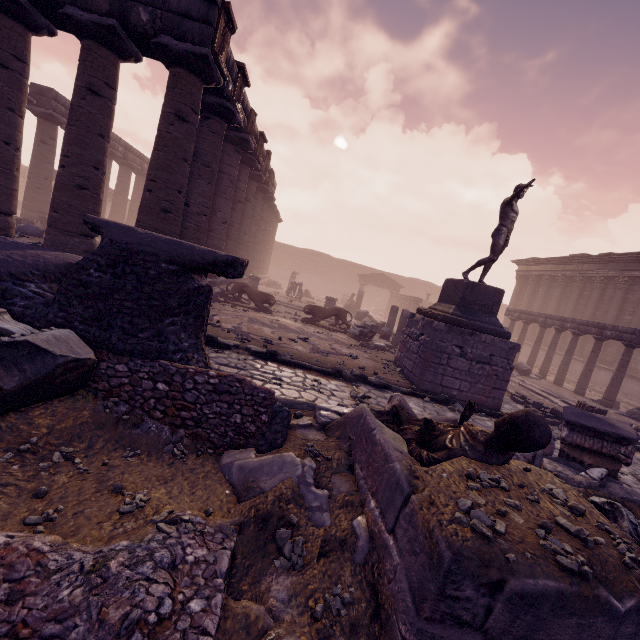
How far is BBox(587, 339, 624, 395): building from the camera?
16.9m

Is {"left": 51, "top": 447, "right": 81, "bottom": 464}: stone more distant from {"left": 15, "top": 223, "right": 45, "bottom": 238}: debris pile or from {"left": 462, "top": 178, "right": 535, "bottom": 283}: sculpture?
{"left": 15, "top": 223, "right": 45, "bottom": 238}: debris pile

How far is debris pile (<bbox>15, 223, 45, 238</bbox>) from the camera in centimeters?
1085cm

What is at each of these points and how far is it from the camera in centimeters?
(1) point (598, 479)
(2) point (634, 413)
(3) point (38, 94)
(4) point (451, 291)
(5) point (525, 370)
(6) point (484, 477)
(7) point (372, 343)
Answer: (1) debris pile, 391cm
(2) debris pile, 1133cm
(3) entablature, 1534cm
(4) pedestal, 909cm
(5) building debris, 1430cm
(6) stone, 269cm
(7) building debris, 1218cm

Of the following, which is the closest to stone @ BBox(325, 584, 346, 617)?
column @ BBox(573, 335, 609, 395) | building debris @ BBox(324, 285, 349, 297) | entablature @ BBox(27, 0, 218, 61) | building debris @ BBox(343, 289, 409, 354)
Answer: building debris @ BBox(343, 289, 409, 354)

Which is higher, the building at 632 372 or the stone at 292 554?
the building at 632 372

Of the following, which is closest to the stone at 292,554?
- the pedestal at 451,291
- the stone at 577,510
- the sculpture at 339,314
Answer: the stone at 577,510

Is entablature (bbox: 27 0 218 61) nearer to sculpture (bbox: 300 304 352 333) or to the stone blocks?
sculpture (bbox: 300 304 352 333)
